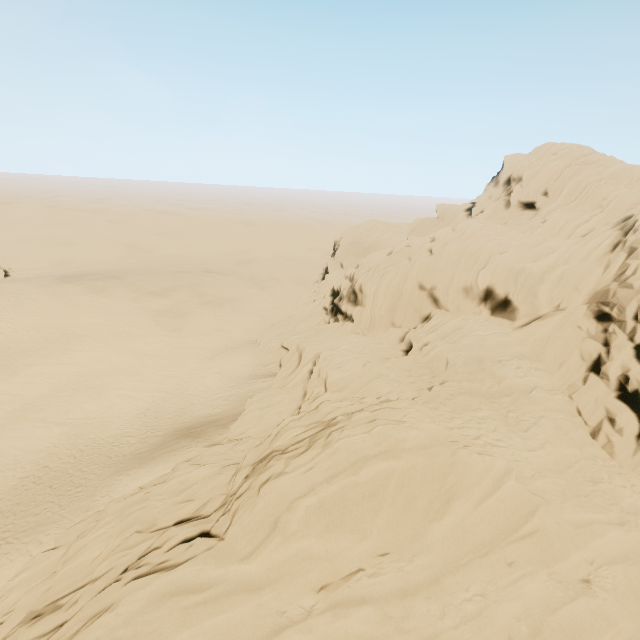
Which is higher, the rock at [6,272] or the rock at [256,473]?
the rock at [256,473]

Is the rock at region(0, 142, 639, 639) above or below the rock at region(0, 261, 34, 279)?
above

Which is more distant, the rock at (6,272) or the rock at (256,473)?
the rock at (6,272)

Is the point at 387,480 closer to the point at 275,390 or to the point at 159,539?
the point at 159,539

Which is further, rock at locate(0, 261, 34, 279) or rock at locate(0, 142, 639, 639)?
rock at locate(0, 261, 34, 279)
